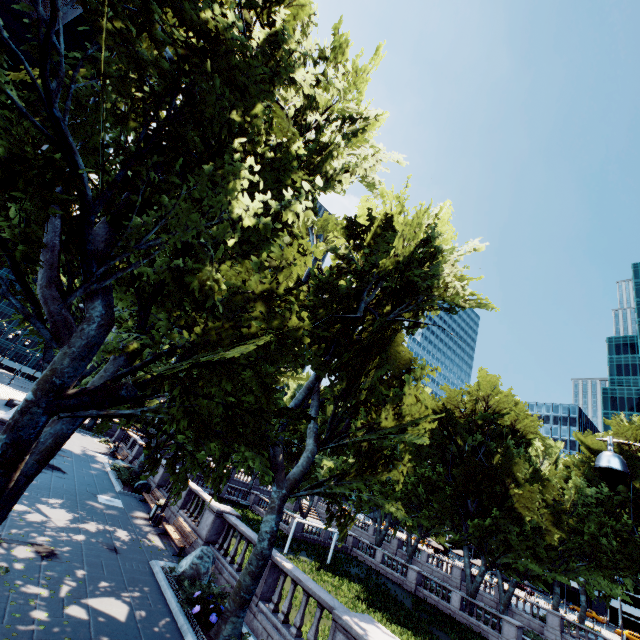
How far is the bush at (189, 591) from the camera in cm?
1027

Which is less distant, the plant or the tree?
the tree

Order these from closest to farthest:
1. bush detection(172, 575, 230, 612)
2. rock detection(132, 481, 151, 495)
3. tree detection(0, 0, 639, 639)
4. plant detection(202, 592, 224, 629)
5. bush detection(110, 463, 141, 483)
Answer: tree detection(0, 0, 639, 639) < plant detection(202, 592, 224, 629) < bush detection(172, 575, 230, 612) < rock detection(132, 481, 151, 495) < bush detection(110, 463, 141, 483)

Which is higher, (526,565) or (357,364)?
(357,364)

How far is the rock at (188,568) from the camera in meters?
12.0

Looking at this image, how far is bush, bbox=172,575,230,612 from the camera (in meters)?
10.27

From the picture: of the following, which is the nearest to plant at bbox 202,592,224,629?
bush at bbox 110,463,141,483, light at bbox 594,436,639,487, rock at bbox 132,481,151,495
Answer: light at bbox 594,436,639,487

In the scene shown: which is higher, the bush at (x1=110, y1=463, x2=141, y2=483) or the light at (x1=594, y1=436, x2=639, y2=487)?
the light at (x1=594, y1=436, x2=639, y2=487)
